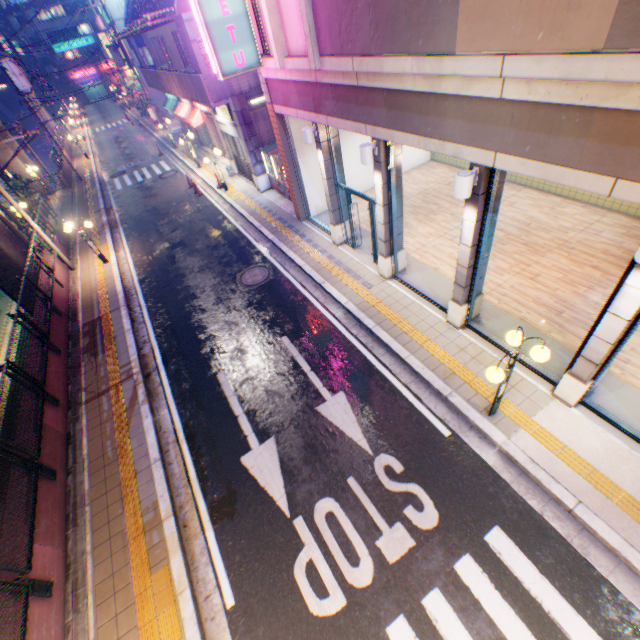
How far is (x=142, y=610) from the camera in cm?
562

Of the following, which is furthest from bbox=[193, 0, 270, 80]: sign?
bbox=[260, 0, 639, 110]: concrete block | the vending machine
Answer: the vending machine

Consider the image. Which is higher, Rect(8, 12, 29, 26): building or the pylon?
Rect(8, 12, 29, 26): building

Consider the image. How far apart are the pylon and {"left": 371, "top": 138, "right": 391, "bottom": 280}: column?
10.2 meters

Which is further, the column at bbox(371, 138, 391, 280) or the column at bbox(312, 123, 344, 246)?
the column at bbox(312, 123, 344, 246)

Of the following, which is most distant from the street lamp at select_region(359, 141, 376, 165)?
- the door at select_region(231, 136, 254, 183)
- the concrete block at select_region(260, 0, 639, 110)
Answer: the door at select_region(231, 136, 254, 183)

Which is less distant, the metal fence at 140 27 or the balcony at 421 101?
the balcony at 421 101

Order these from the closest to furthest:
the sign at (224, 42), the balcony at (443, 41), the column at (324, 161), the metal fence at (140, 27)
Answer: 1. the balcony at (443, 41)
2. the sign at (224, 42)
3. the column at (324, 161)
4. the metal fence at (140, 27)
